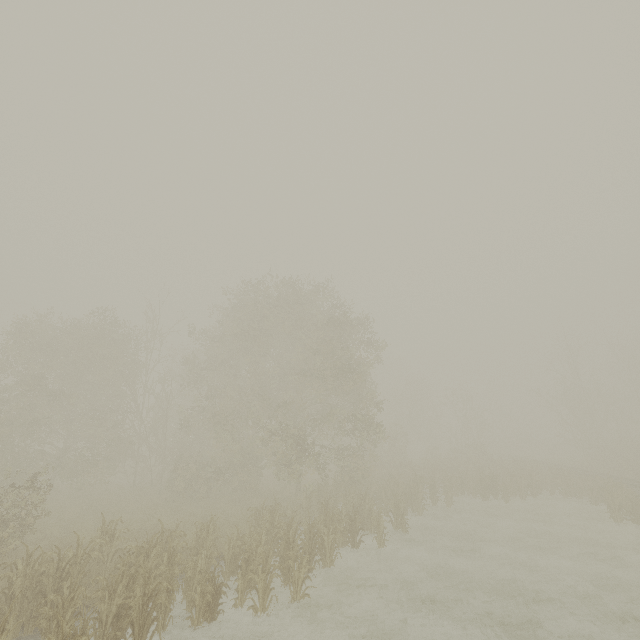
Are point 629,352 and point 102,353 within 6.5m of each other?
no
